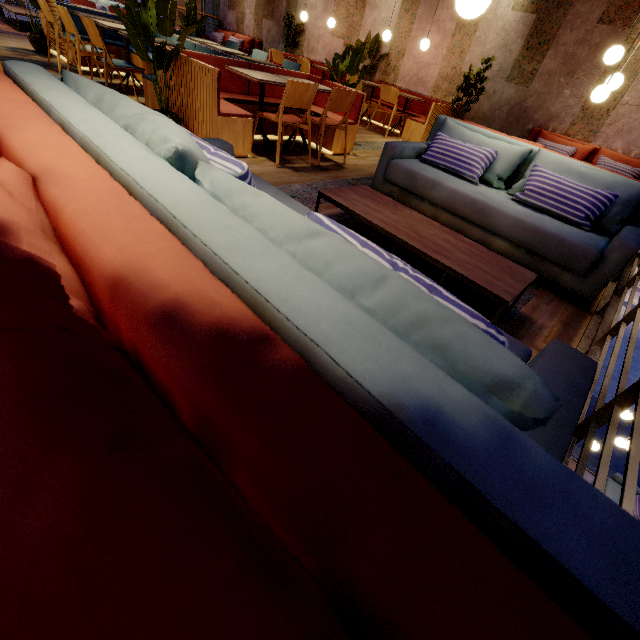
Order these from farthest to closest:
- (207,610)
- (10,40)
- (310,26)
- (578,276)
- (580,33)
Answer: (310,26) → (10,40) → (580,33) → (578,276) → (207,610)

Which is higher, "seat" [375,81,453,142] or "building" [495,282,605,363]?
"seat" [375,81,453,142]

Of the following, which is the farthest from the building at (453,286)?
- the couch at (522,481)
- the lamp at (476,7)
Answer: the lamp at (476,7)

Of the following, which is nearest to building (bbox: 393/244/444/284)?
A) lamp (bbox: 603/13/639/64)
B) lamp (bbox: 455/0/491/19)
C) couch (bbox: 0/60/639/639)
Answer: couch (bbox: 0/60/639/639)

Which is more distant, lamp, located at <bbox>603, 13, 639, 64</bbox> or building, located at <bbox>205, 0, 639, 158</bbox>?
building, located at <bbox>205, 0, 639, 158</bbox>

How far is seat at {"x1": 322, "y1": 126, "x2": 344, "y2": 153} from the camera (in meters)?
4.63

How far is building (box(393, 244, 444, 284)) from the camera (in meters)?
2.56

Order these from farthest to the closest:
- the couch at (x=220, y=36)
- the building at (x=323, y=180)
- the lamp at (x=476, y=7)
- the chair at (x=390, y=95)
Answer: the couch at (x=220, y=36) → the chair at (x=390, y=95) → the building at (x=323, y=180) → the lamp at (x=476, y=7)
